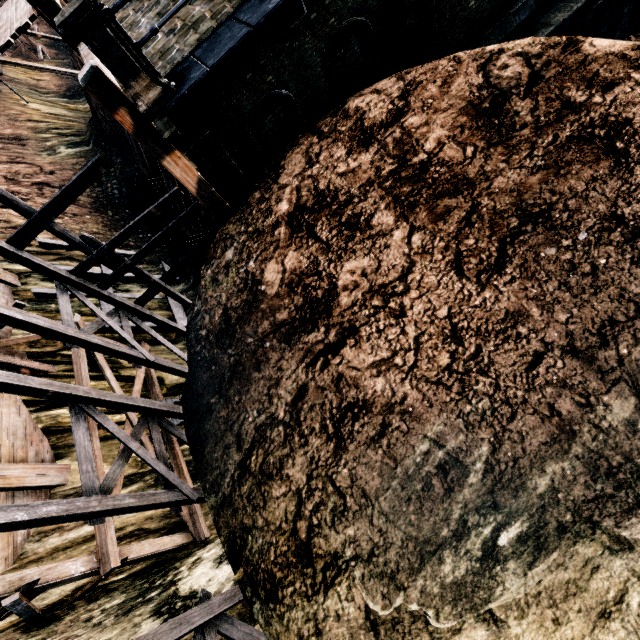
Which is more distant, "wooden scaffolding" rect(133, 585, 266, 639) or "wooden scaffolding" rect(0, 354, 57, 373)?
"wooden scaffolding" rect(0, 354, 57, 373)

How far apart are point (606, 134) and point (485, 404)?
4.7m

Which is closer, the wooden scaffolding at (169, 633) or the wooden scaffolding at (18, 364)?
the wooden scaffolding at (169, 633)
